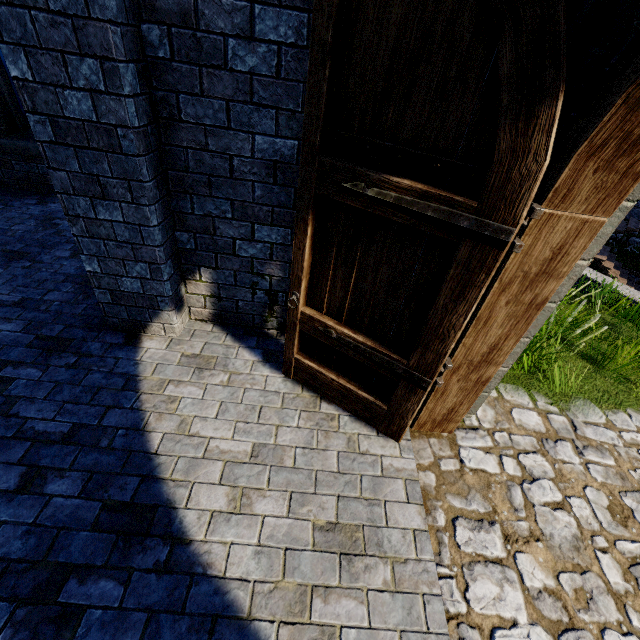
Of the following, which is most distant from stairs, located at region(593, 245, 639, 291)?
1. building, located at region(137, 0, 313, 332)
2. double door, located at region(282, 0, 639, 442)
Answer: double door, located at region(282, 0, 639, 442)

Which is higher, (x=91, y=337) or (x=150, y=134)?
(x=150, y=134)

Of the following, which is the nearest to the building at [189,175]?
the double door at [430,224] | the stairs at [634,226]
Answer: the double door at [430,224]

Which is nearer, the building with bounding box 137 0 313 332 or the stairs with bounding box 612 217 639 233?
the building with bounding box 137 0 313 332

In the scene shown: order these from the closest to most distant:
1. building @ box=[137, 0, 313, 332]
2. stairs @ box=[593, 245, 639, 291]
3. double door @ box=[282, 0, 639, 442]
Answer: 1. double door @ box=[282, 0, 639, 442]
2. building @ box=[137, 0, 313, 332]
3. stairs @ box=[593, 245, 639, 291]

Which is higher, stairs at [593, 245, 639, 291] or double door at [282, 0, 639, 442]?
double door at [282, 0, 639, 442]

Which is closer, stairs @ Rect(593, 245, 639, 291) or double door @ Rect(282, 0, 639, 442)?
double door @ Rect(282, 0, 639, 442)

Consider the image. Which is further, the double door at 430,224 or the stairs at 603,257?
the stairs at 603,257
